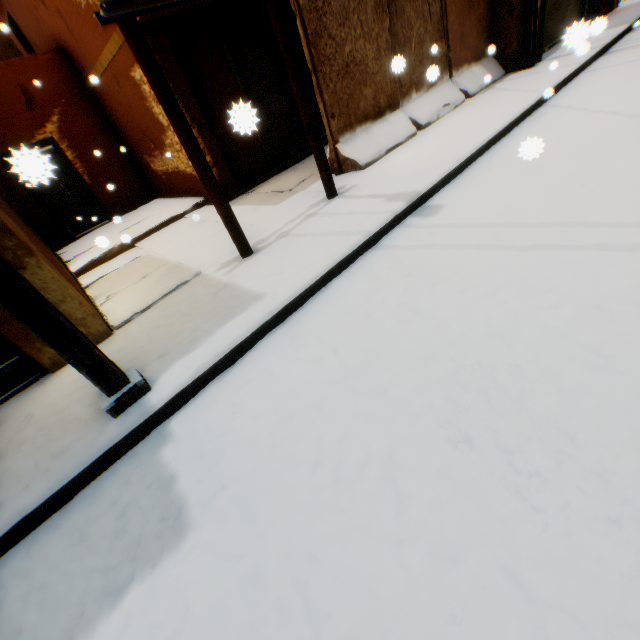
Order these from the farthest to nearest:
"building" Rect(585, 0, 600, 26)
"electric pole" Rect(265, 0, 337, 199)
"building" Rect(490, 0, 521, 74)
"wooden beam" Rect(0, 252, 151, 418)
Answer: "building" Rect(585, 0, 600, 26), "building" Rect(490, 0, 521, 74), "electric pole" Rect(265, 0, 337, 199), "wooden beam" Rect(0, 252, 151, 418)

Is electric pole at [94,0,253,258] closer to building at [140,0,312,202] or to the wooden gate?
building at [140,0,312,202]

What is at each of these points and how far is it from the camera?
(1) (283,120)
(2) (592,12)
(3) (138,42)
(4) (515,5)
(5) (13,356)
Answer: (1) rolling overhead door, 8.30m
(2) building, 9.73m
(3) electric pole, 3.09m
(4) building, 7.47m
(5) wooden gate, 3.49m

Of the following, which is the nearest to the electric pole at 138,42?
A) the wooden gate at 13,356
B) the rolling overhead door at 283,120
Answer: the rolling overhead door at 283,120

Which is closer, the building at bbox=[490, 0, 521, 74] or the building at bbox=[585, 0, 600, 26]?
the building at bbox=[490, 0, 521, 74]

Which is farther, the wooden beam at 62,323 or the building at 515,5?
the building at 515,5

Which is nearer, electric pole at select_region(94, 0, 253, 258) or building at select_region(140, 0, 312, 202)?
electric pole at select_region(94, 0, 253, 258)

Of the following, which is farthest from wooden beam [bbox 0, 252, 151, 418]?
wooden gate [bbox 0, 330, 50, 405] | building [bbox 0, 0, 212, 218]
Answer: wooden gate [bbox 0, 330, 50, 405]
